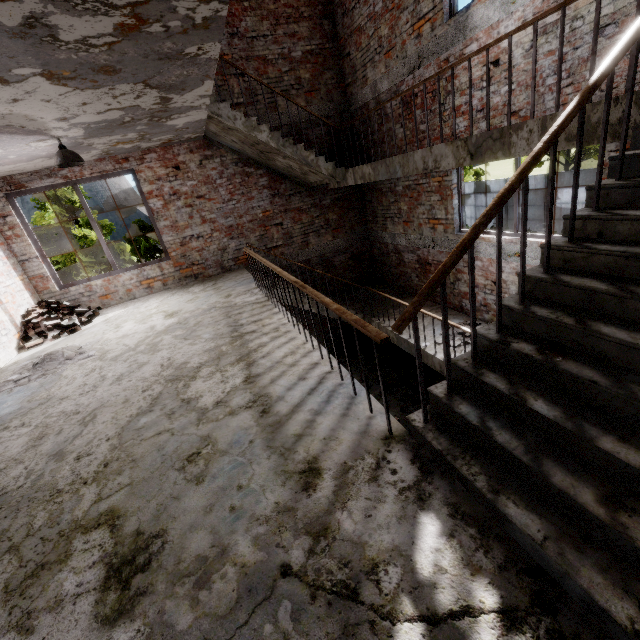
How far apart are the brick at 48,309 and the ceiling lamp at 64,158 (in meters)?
3.07

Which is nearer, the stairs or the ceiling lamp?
the stairs

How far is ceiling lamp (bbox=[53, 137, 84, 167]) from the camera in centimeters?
497cm

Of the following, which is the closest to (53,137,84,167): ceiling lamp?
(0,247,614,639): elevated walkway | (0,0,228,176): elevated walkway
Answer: (0,0,228,176): elevated walkway

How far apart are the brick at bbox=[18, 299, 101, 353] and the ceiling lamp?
3.1m

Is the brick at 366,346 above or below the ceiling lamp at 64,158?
below

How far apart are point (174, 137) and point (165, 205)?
1.6m

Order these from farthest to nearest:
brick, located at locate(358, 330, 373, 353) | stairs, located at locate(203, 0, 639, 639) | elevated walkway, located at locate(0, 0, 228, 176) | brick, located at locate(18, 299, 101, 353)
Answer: brick, located at locate(358, 330, 373, 353) → brick, located at locate(18, 299, 101, 353) → elevated walkway, located at locate(0, 0, 228, 176) → stairs, located at locate(203, 0, 639, 639)
